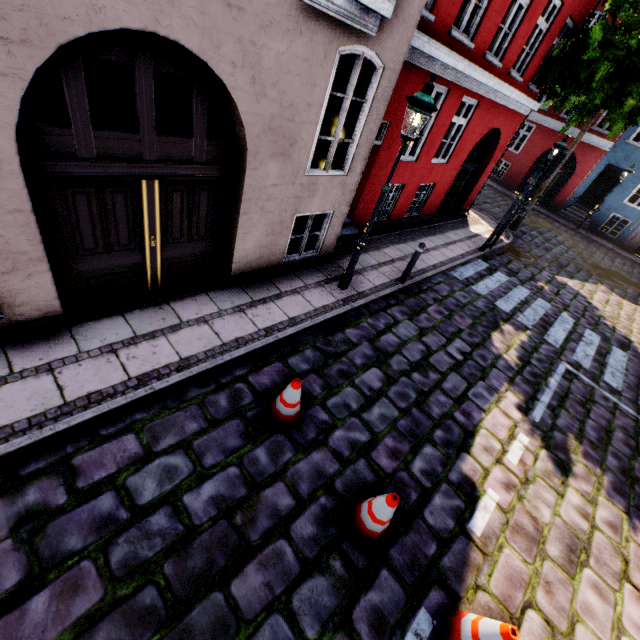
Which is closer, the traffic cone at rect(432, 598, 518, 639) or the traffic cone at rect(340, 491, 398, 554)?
the traffic cone at rect(432, 598, 518, 639)

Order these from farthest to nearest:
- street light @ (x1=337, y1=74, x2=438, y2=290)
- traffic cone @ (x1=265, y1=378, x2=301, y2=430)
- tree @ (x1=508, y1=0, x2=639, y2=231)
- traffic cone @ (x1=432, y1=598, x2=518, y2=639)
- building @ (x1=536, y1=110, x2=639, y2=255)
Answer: building @ (x1=536, y1=110, x2=639, y2=255) → tree @ (x1=508, y1=0, x2=639, y2=231) → street light @ (x1=337, y1=74, x2=438, y2=290) → traffic cone @ (x1=265, y1=378, x2=301, y2=430) → traffic cone @ (x1=432, y1=598, x2=518, y2=639)

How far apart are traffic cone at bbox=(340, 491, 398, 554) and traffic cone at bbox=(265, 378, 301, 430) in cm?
105

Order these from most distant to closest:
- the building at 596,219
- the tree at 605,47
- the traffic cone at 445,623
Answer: the building at 596,219, the tree at 605,47, the traffic cone at 445,623

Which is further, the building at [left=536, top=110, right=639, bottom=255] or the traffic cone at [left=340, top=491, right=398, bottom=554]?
the building at [left=536, top=110, right=639, bottom=255]

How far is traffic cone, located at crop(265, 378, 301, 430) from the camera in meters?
4.1

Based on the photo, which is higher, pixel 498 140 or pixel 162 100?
pixel 498 140

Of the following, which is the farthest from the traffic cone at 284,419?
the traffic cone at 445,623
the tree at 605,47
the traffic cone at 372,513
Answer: the tree at 605,47
